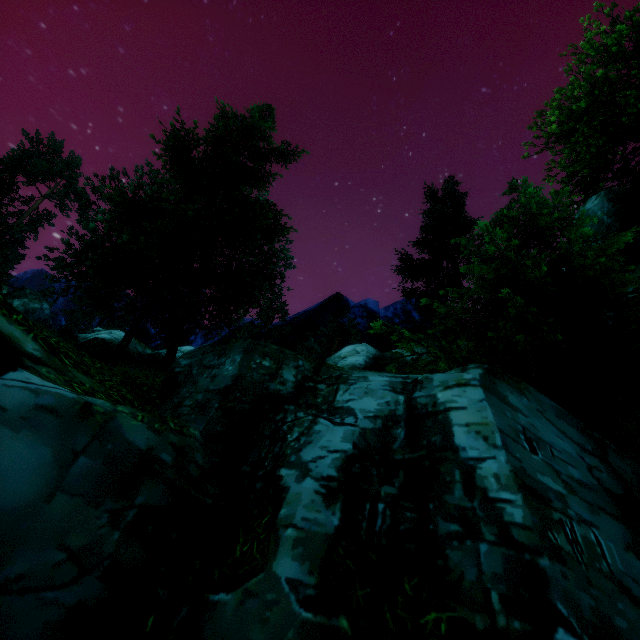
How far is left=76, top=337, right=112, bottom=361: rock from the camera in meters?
18.5 m

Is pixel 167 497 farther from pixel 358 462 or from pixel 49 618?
pixel 358 462

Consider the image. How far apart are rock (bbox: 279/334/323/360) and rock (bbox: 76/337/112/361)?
10.4m

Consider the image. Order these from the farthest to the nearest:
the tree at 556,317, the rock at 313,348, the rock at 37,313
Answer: the rock at 37,313 < the rock at 313,348 < the tree at 556,317

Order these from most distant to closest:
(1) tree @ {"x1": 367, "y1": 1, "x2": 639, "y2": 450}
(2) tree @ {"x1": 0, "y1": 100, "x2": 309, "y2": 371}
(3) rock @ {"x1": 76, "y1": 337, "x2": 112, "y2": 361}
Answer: (3) rock @ {"x1": 76, "y1": 337, "x2": 112, "y2": 361}, (2) tree @ {"x1": 0, "y1": 100, "x2": 309, "y2": 371}, (1) tree @ {"x1": 367, "y1": 1, "x2": 639, "y2": 450}

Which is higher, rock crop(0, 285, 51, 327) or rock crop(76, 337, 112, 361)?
rock crop(0, 285, 51, 327)

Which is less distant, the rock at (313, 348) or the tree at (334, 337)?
the rock at (313, 348)

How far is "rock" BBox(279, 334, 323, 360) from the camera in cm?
2558
